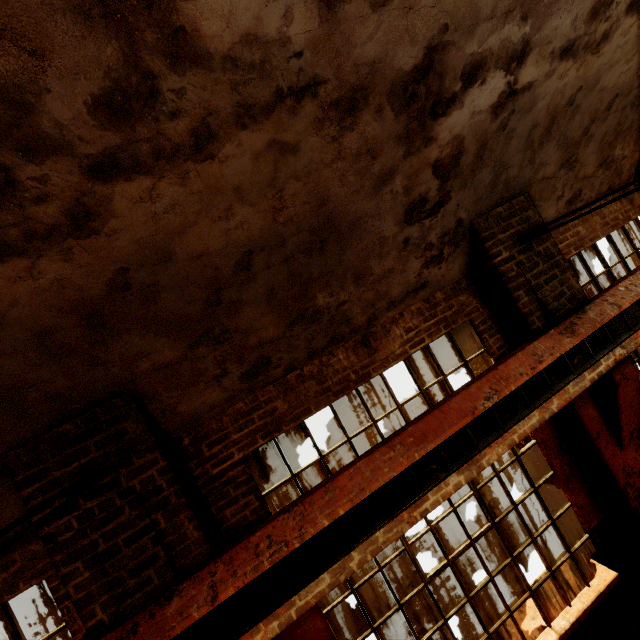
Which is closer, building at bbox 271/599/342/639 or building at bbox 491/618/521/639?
building at bbox 271/599/342/639

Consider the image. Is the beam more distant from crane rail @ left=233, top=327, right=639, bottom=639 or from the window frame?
the window frame

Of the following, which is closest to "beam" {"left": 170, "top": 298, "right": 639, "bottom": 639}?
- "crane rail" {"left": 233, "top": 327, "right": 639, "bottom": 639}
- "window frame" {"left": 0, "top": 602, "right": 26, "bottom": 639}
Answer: "crane rail" {"left": 233, "top": 327, "right": 639, "bottom": 639}

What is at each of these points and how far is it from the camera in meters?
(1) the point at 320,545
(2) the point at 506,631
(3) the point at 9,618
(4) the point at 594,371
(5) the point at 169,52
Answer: (1) beam, 2.7 m
(2) building, 3.9 m
(3) window frame, 2.7 m
(4) crane rail, 3.5 m
(5) building, 1.6 m

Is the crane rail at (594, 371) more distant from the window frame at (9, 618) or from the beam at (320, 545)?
the window frame at (9, 618)

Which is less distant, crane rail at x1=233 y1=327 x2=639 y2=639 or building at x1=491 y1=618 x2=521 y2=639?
crane rail at x1=233 y1=327 x2=639 y2=639

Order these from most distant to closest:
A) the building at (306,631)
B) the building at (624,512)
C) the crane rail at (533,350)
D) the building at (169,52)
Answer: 1. the building at (624,512)
2. the building at (306,631)
3. the crane rail at (533,350)
4. the building at (169,52)
